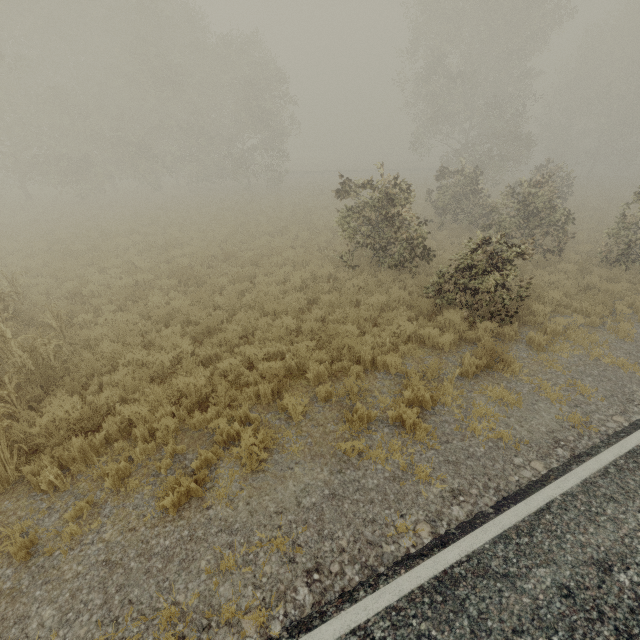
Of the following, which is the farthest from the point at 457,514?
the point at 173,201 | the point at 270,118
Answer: the point at 270,118
